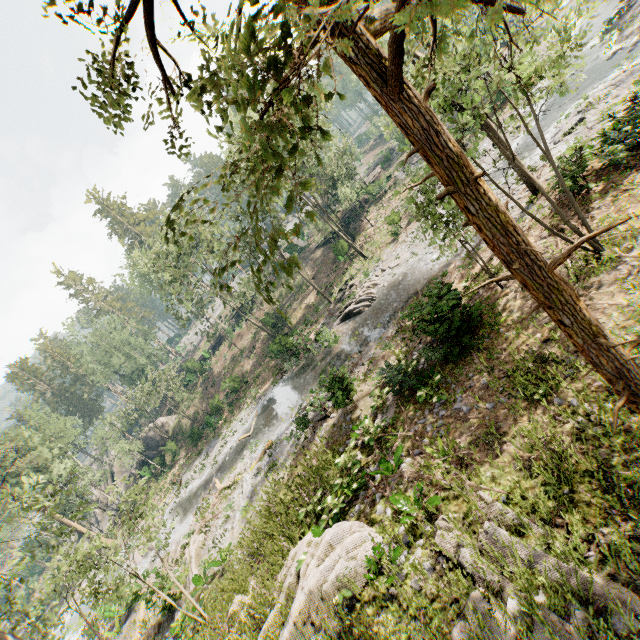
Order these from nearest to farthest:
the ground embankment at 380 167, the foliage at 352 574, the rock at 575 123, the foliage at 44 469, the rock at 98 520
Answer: the foliage at 352 574 < the foliage at 44 469 < the rock at 575 123 < the ground embankment at 380 167 < the rock at 98 520

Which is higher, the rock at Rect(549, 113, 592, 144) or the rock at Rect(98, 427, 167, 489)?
the rock at Rect(98, 427, 167, 489)

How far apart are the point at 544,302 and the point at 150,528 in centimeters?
1613cm

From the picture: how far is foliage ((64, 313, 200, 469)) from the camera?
41.3 meters

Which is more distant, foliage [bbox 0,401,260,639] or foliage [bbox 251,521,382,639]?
foliage [bbox 0,401,260,639]

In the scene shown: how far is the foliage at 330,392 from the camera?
14.6m

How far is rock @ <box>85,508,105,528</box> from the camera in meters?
51.2

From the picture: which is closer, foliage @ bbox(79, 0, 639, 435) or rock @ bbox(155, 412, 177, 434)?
foliage @ bbox(79, 0, 639, 435)
